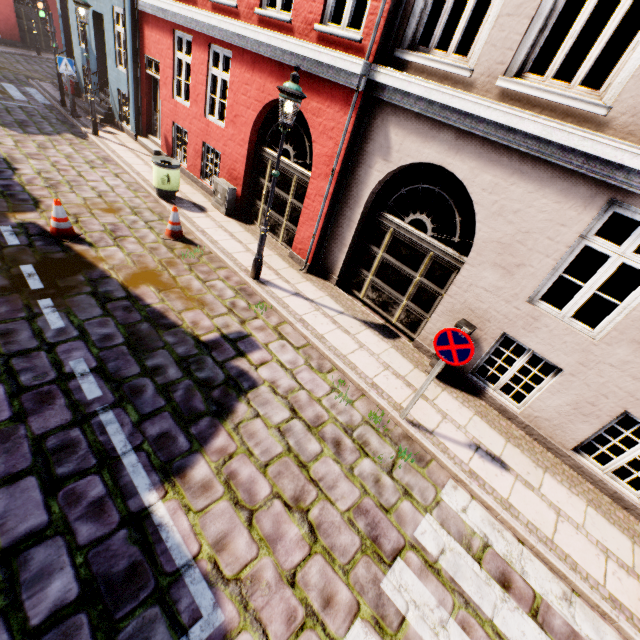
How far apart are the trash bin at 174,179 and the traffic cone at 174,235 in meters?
1.7

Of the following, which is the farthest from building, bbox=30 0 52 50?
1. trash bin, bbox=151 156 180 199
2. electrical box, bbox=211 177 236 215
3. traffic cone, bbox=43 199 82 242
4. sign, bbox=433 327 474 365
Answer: traffic cone, bbox=43 199 82 242

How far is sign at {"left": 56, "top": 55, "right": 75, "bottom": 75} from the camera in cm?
1139

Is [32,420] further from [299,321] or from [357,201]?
[357,201]

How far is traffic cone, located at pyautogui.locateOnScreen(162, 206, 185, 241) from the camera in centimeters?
763cm

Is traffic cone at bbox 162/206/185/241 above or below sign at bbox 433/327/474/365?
below

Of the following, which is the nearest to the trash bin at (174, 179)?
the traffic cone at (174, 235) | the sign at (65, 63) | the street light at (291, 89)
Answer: the traffic cone at (174, 235)

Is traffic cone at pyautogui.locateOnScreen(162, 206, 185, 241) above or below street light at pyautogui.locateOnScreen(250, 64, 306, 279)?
below
